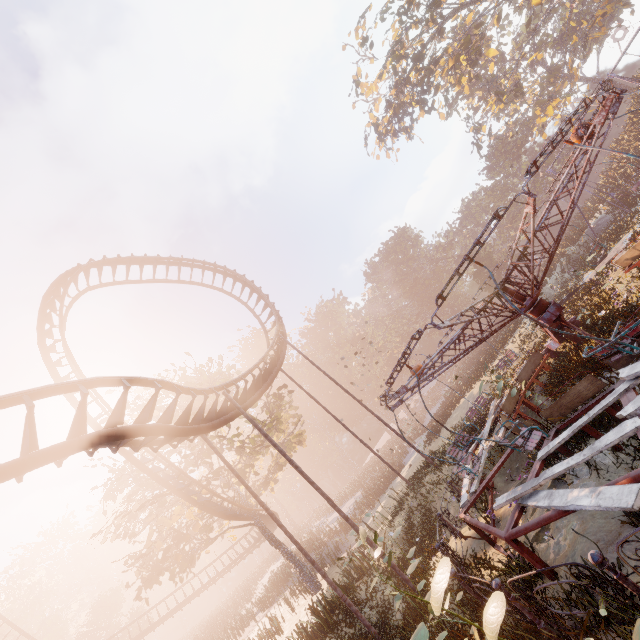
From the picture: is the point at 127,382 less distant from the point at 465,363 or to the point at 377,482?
the point at 377,482

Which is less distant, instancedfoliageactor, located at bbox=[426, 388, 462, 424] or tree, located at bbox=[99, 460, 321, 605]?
tree, located at bbox=[99, 460, 321, 605]

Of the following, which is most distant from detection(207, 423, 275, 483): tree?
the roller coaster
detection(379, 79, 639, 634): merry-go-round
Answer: detection(379, 79, 639, 634): merry-go-round

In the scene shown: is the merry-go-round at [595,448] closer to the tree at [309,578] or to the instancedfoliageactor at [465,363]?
the instancedfoliageactor at [465,363]

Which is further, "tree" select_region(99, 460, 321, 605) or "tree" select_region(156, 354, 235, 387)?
"tree" select_region(156, 354, 235, 387)

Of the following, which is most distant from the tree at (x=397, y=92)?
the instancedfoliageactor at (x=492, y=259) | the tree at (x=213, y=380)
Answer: the tree at (x=213, y=380)

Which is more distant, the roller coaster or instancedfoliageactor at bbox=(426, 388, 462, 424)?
instancedfoliageactor at bbox=(426, 388, 462, 424)
